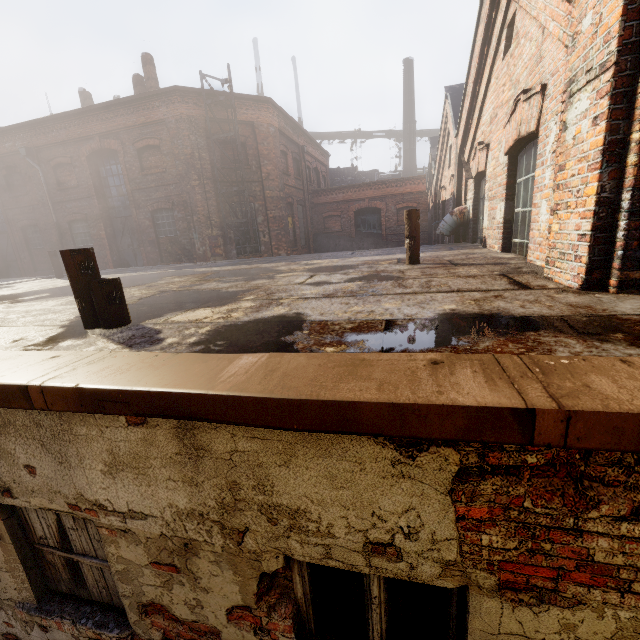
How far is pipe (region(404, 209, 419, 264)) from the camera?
5.5 meters

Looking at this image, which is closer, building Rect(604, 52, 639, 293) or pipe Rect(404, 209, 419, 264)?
building Rect(604, 52, 639, 293)

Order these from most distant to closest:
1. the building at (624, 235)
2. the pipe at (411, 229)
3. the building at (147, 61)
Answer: the building at (147, 61)
the pipe at (411, 229)
the building at (624, 235)

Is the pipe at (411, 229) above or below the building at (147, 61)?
below

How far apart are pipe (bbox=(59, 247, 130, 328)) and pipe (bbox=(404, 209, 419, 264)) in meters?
4.5 m

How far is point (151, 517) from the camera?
2.1 meters

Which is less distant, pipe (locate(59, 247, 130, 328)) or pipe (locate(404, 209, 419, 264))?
pipe (locate(59, 247, 130, 328))

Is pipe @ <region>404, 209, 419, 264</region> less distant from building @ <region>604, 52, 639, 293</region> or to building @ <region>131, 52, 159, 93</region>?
building @ <region>604, 52, 639, 293</region>
